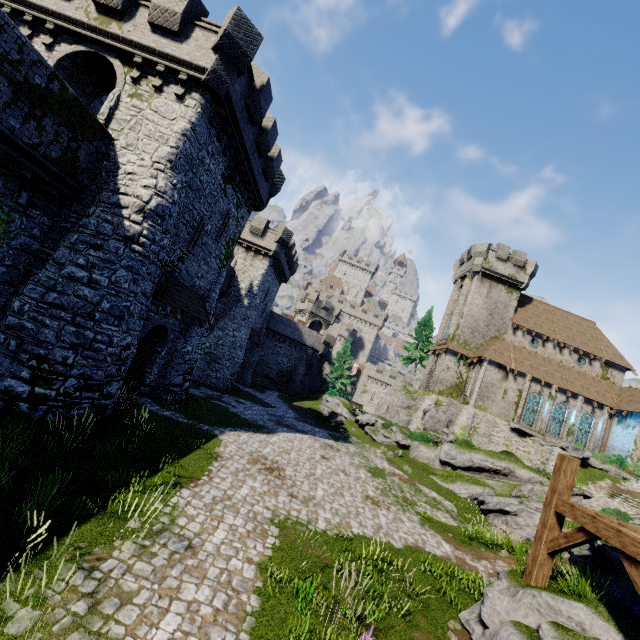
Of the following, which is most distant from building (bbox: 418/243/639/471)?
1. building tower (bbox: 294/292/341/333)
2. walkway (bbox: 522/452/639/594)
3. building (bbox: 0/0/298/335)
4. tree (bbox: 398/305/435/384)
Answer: walkway (bbox: 522/452/639/594)

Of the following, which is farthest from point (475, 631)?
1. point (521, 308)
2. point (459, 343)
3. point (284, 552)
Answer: point (521, 308)

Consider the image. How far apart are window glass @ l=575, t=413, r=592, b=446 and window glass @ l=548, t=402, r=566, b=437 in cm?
151

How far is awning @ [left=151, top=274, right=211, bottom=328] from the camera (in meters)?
14.48

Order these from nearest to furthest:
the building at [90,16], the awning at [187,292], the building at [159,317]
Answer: the building at [90,16] → the awning at [187,292] → the building at [159,317]

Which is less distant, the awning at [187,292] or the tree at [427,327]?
the awning at [187,292]

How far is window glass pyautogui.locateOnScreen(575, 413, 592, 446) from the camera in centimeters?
3494cm

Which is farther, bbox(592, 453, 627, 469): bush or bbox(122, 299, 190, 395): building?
bbox(592, 453, 627, 469): bush
